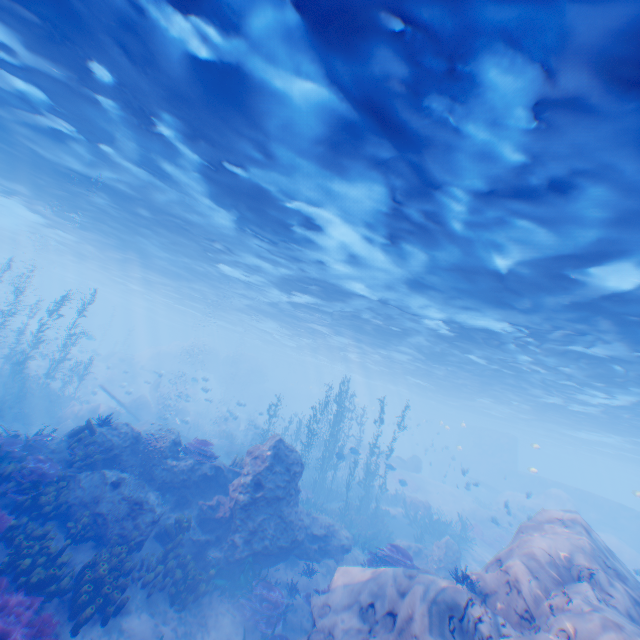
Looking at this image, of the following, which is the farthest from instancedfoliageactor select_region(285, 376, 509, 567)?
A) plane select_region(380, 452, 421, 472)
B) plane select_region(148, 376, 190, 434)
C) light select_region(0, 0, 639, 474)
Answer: plane select_region(380, 452, 421, 472)

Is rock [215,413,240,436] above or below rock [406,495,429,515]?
below

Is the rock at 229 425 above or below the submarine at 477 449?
below

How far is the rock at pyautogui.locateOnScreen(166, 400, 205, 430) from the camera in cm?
2549

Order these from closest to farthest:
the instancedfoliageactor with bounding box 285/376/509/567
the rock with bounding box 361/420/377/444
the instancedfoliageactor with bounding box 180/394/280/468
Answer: the instancedfoliageactor with bounding box 180/394/280/468 < the instancedfoliageactor with bounding box 285/376/509/567 < the rock with bounding box 361/420/377/444

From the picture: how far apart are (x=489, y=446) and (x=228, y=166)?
52.5m

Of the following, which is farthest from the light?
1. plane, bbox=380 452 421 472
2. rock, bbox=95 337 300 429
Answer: plane, bbox=380 452 421 472

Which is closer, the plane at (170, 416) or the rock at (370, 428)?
the plane at (170, 416)
